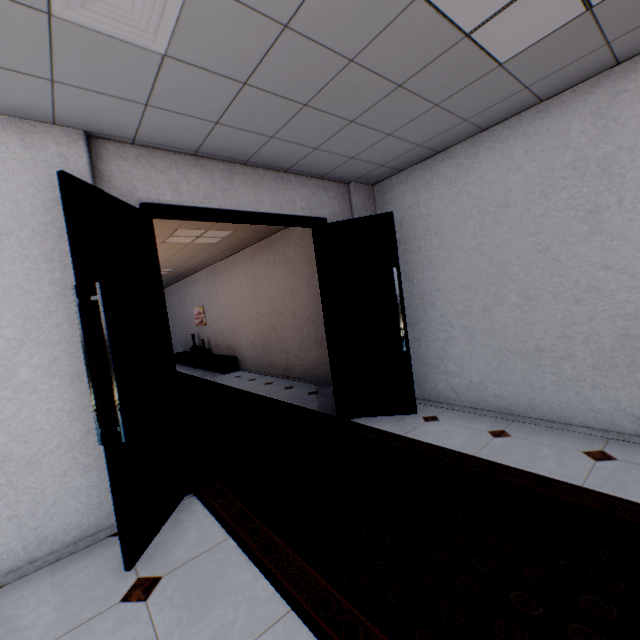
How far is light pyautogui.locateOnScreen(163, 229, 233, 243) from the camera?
5.4 meters

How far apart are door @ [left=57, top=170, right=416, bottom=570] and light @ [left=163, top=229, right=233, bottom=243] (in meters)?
2.25

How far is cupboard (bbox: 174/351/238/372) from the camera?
8.5 meters

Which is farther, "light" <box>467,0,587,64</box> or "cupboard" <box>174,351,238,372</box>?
"cupboard" <box>174,351,238,372</box>

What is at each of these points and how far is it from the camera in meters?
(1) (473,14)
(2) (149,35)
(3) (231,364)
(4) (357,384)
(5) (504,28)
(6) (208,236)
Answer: (1) light, 1.8 m
(2) ceiling vent, 1.7 m
(3) cupboard, 8.6 m
(4) door, 4.0 m
(5) light, 2.0 m
(6) light, 5.9 m

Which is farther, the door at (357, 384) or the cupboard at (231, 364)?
the cupboard at (231, 364)

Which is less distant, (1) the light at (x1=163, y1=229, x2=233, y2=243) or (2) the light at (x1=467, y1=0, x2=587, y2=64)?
(2) the light at (x1=467, y1=0, x2=587, y2=64)

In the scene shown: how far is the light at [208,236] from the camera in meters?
5.4
